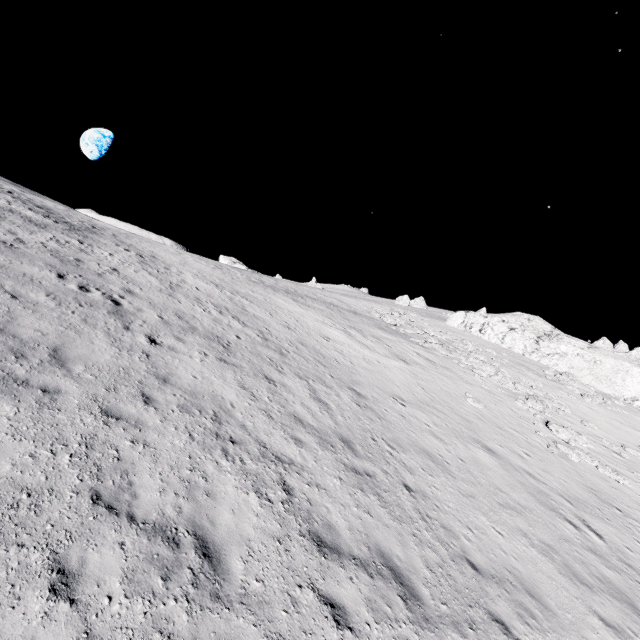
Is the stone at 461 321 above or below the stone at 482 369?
above

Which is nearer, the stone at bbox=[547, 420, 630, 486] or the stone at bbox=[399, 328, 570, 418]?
the stone at bbox=[547, 420, 630, 486]

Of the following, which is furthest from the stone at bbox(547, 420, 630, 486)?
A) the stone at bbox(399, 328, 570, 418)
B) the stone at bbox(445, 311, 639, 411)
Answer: the stone at bbox(445, 311, 639, 411)

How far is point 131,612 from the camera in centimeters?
412cm

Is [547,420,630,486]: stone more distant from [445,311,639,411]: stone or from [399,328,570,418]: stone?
[445,311,639,411]: stone

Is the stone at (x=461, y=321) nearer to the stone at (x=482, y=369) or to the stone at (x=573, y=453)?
the stone at (x=482, y=369)

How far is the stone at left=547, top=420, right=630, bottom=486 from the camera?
16.6m

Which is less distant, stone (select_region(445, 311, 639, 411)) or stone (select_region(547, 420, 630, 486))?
stone (select_region(547, 420, 630, 486))
